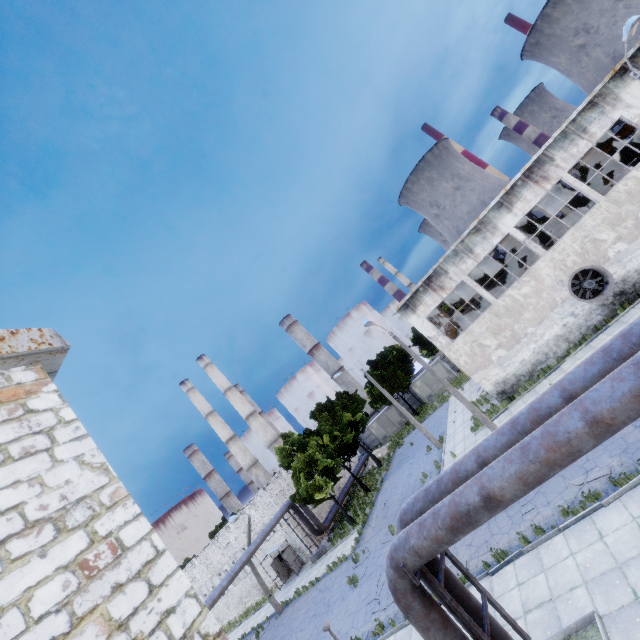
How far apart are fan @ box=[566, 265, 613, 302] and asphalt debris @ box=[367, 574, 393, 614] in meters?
19.3 m

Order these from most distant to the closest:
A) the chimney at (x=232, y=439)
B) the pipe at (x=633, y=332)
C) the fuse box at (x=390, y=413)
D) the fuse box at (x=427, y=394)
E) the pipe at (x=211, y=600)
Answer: the chimney at (x=232, y=439)
the fuse box at (x=390, y=413)
the fuse box at (x=427, y=394)
the pipe at (x=211, y=600)
the pipe at (x=633, y=332)

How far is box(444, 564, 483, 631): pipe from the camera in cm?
624

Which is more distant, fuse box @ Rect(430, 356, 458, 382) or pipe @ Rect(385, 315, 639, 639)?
fuse box @ Rect(430, 356, 458, 382)

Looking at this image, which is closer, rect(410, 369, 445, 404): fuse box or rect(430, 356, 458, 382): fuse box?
rect(430, 356, 458, 382): fuse box

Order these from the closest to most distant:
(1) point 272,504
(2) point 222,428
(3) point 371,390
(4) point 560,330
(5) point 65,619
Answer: (5) point 65,619 → (4) point 560,330 → (1) point 272,504 → (3) point 371,390 → (2) point 222,428

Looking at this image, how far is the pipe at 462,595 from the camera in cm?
624

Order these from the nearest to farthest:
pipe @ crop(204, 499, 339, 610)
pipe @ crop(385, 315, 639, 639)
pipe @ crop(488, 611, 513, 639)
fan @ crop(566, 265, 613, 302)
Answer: pipe @ crop(385, 315, 639, 639) < pipe @ crop(488, 611, 513, 639) < fan @ crop(566, 265, 613, 302) < pipe @ crop(204, 499, 339, 610)
